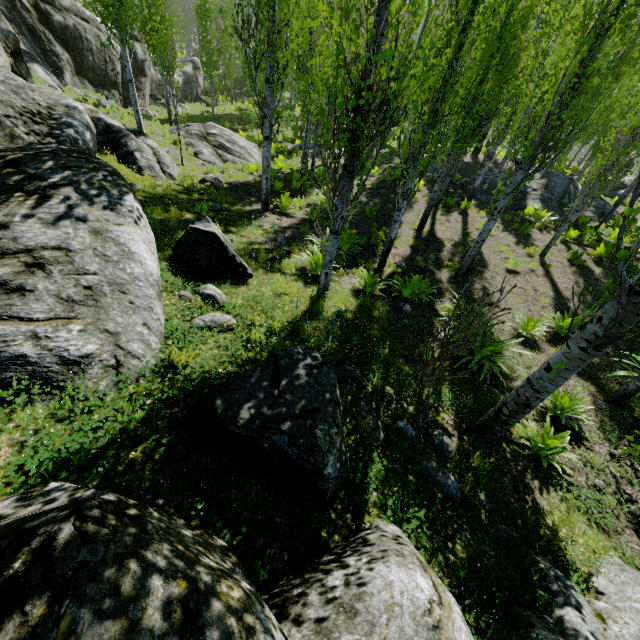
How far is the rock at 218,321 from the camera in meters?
4.6

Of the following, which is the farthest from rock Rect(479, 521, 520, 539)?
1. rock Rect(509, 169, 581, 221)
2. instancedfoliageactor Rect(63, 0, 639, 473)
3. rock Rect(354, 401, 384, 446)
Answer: rock Rect(509, 169, 581, 221)

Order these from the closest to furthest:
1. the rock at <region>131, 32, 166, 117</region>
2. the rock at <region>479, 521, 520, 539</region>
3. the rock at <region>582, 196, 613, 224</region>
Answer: the rock at <region>479, 521, 520, 539</region>
the rock at <region>582, 196, 613, 224</region>
the rock at <region>131, 32, 166, 117</region>

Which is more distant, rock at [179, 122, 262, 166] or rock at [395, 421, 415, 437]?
rock at [179, 122, 262, 166]

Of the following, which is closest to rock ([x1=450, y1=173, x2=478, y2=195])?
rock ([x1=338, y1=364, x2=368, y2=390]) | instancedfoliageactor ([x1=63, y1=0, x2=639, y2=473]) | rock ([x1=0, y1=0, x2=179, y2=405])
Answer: instancedfoliageactor ([x1=63, y1=0, x2=639, y2=473])

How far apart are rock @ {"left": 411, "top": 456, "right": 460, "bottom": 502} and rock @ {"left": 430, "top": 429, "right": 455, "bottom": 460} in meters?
0.2

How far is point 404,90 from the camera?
4.6 meters

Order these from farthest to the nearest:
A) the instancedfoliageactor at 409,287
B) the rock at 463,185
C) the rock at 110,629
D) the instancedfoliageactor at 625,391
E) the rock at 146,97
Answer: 1. the rock at 146,97
2. the rock at 463,185
3. the instancedfoliageactor at 409,287
4. the instancedfoliageactor at 625,391
5. the rock at 110,629
